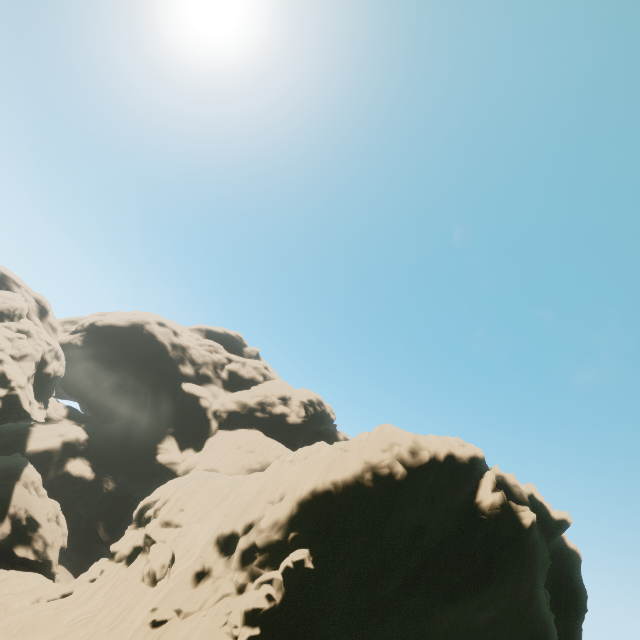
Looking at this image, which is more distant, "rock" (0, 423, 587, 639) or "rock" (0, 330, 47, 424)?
"rock" (0, 330, 47, 424)

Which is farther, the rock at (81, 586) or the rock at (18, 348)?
the rock at (18, 348)

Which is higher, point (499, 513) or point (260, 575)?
point (499, 513)
